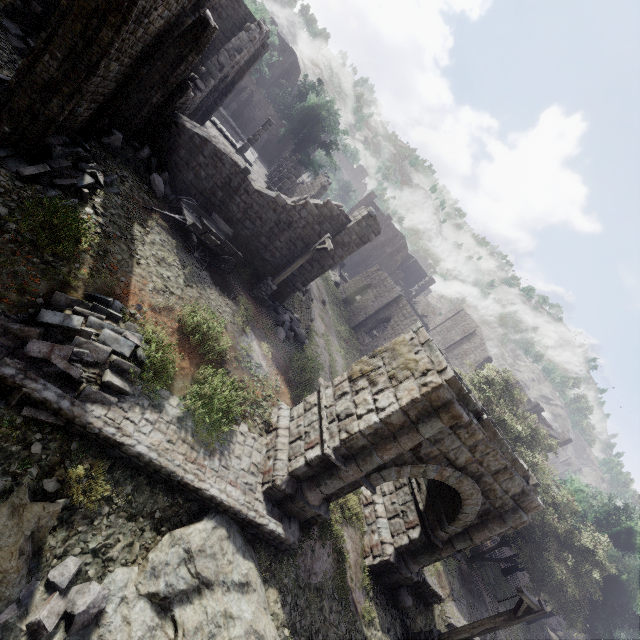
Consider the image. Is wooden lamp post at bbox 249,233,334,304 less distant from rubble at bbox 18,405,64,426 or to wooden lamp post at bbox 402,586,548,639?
rubble at bbox 18,405,64,426

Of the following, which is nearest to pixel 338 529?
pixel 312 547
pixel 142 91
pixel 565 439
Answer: pixel 312 547

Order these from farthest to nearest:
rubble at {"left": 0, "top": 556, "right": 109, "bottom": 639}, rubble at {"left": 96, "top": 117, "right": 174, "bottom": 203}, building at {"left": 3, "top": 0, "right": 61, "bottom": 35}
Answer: rubble at {"left": 96, "top": 117, "right": 174, "bottom": 203} < building at {"left": 3, "top": 0, "right": 61, "bottom": 35} < rubble at {"left": 0, "top": 556, "right": 109, "bottom": 639}

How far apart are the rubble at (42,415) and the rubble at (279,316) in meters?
10.8 m

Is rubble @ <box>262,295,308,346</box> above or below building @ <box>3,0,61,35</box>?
below

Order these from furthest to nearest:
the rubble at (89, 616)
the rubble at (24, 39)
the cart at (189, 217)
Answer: the cart at (189, 217) < the rubble at (24, 39) < the rubble at (89, 616)

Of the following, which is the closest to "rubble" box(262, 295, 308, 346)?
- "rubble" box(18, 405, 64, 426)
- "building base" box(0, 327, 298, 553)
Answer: "building base" box(0, 327, 298, 553)

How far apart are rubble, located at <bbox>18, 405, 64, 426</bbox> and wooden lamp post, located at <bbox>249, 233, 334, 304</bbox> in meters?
10.1
